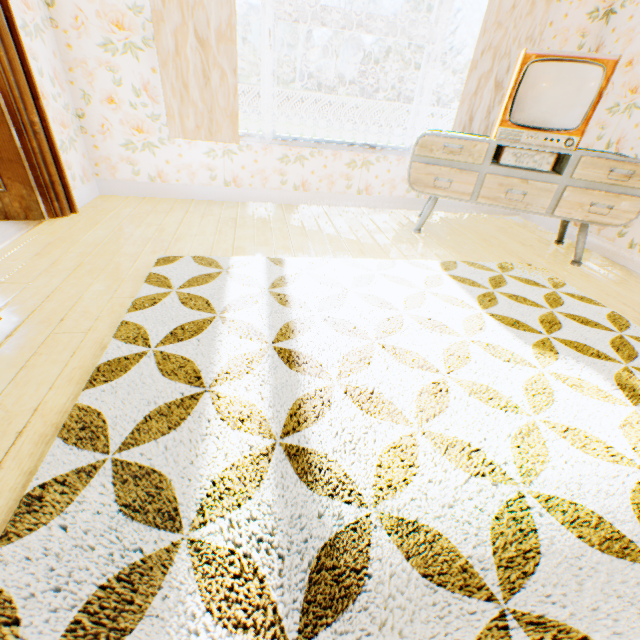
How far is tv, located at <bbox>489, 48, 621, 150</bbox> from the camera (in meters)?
2.53

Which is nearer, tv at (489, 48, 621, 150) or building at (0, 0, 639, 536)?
building at (0, 0, 639, 536)

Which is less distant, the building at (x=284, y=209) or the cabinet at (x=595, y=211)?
the building at (x=284, y=209)

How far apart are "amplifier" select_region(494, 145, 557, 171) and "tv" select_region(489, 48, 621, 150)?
0.07m

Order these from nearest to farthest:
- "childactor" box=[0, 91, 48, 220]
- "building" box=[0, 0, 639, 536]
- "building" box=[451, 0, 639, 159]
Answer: "building" box=[0, 0, 639, 536], "childactor" box=[0, 91, 48, 220], "building" box=[451, 0, 639, 159]

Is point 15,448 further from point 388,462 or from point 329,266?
point 329,266

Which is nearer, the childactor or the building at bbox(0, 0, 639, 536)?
the building at bbox(0, 0, 639, 536)

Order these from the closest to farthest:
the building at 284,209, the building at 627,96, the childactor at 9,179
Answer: the building at 284,209 → the childactor at 9,179 → the building at 627,96
